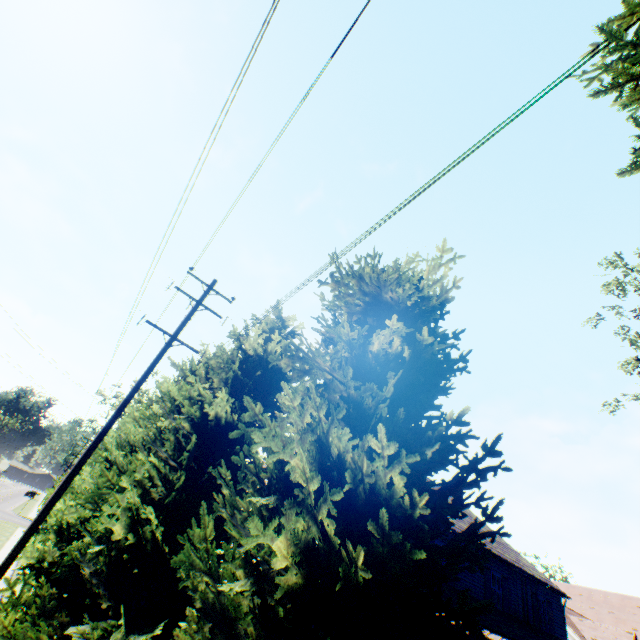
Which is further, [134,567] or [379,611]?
[134,567]
